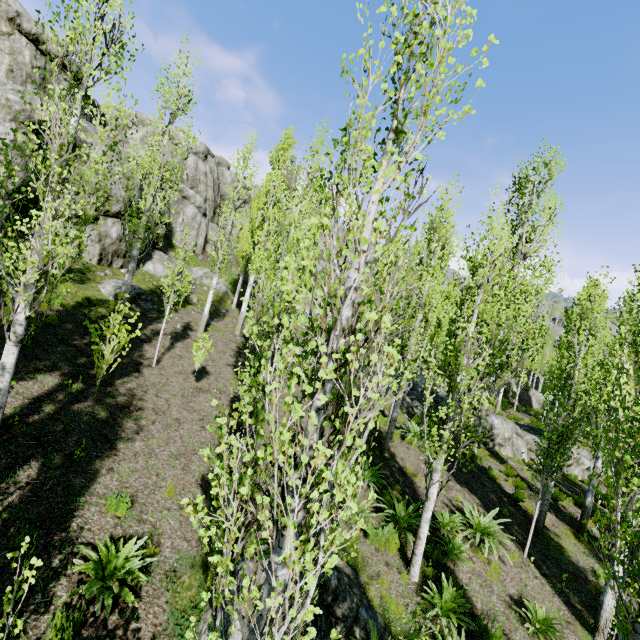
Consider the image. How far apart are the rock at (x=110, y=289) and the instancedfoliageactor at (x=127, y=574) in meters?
11.4 m

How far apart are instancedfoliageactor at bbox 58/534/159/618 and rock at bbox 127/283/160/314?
11.39m

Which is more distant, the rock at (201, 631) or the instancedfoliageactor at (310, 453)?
the rock at (201, 631)

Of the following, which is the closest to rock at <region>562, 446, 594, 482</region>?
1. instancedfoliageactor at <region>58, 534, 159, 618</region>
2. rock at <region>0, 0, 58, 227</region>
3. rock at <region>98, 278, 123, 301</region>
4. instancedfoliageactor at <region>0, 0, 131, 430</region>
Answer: instancedfoliageactor at <region>0, 0, 131, 430</region>

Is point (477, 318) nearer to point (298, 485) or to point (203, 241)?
point (298, 485)

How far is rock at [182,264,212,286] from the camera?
24.5 meters

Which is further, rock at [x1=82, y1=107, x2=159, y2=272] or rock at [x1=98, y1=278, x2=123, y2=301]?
rock at [x1=82, y1=107, x2=159, y2=272]
